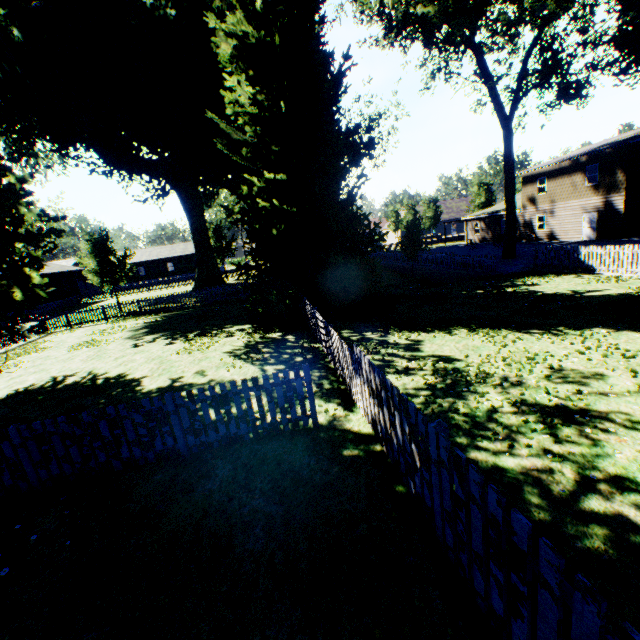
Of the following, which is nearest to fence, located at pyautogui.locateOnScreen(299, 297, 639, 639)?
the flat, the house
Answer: the house

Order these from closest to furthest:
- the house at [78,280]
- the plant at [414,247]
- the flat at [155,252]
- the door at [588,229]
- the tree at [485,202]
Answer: the plant at [414,247] < the door at [588,229] < the house at [78,280] < the tree at [485,202] < the flat at [155,252]

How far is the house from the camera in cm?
3728

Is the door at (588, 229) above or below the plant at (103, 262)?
below

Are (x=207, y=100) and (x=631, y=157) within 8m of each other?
no

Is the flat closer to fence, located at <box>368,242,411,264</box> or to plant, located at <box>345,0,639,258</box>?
fence, located at <box>368,242,411,264</box>

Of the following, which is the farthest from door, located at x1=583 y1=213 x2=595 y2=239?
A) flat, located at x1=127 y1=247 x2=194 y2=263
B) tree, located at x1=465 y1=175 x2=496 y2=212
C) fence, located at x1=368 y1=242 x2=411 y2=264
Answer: flat, located at x1=127 y1=247 x2=194 y2=263

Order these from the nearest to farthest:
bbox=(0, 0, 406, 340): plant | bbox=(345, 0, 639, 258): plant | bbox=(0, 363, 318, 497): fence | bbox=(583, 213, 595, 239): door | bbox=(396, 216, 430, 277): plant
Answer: bbox=(0, 363, 318, 497): fence
bbox=(0, 0, 406, 340): plant
bbox=(345, 0, 639, 258): plant
bbox=(396, 216, 430, 277): plant
bbox=(583, 213, 595, 239): door
